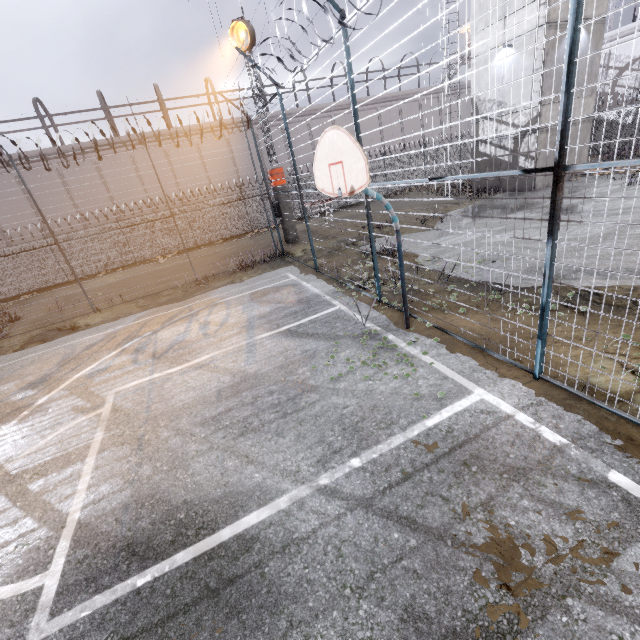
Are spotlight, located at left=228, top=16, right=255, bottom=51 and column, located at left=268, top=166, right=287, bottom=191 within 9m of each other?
yes

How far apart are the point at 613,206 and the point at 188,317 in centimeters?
1496cm

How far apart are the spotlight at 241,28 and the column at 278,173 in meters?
4.6 m

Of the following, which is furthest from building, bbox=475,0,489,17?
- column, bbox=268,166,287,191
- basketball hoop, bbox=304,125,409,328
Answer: basketball hoop, bbox=304,125,409,328

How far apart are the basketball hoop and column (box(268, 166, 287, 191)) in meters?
11.1

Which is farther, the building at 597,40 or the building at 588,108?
the building at 588,108

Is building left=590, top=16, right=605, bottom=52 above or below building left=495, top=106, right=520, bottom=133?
above
